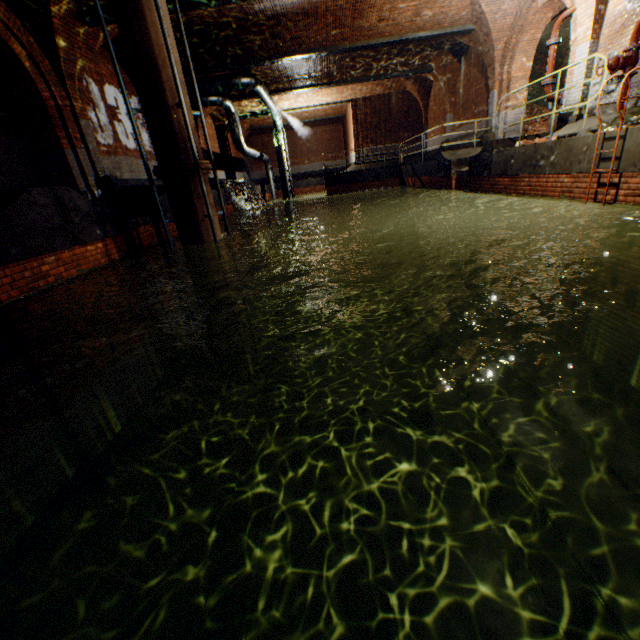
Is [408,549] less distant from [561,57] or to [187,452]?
[187,452]

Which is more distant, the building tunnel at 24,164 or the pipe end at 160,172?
the building tunnel at 24,164

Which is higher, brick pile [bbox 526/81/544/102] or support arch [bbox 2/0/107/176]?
support arch [bbox 2/0/107/176]

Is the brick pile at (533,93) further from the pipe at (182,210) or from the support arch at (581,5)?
the pipe at (182,210)

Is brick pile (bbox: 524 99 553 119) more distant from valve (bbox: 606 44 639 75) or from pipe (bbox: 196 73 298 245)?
pipe (bbox: 196 73 298 245)

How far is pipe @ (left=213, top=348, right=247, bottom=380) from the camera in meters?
8.7

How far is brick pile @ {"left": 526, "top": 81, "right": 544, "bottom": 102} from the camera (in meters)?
15.53

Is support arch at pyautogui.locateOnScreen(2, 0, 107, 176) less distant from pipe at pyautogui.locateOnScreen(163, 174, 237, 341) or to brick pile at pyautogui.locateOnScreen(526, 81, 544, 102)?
pipe at pyautogui.locateOnScreen(163, 174, 237, 341)
